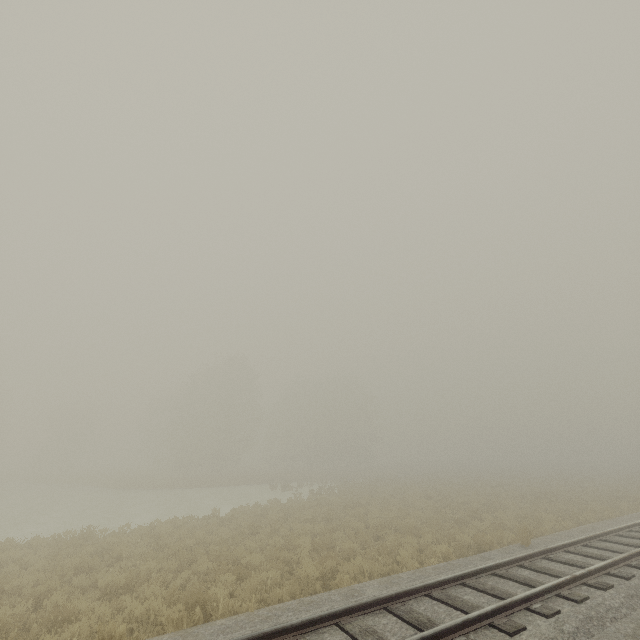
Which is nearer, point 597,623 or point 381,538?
point 597,623
